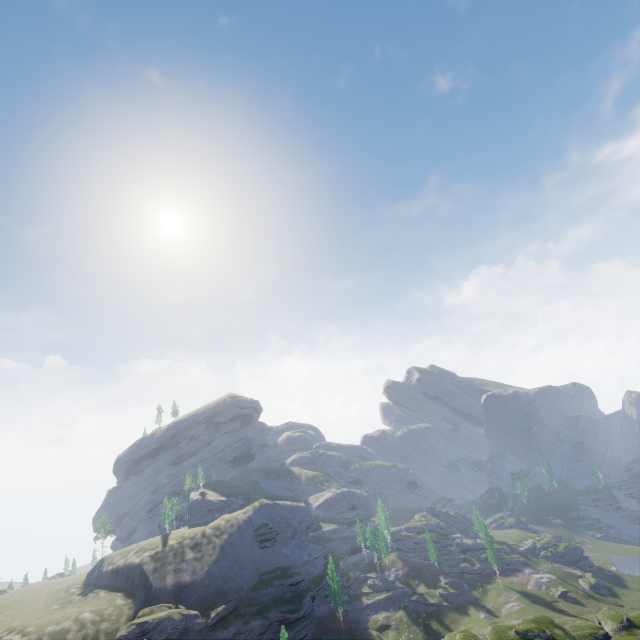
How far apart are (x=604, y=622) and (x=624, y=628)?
2.3 meters
